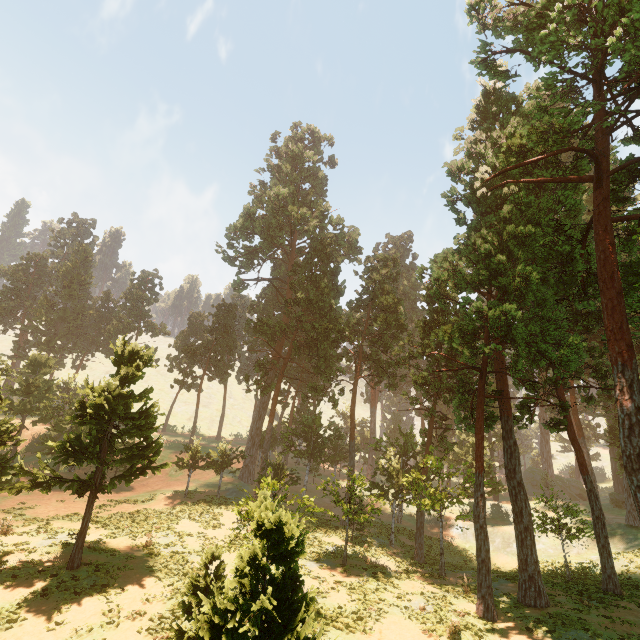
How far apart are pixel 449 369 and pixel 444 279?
5.1 meters
